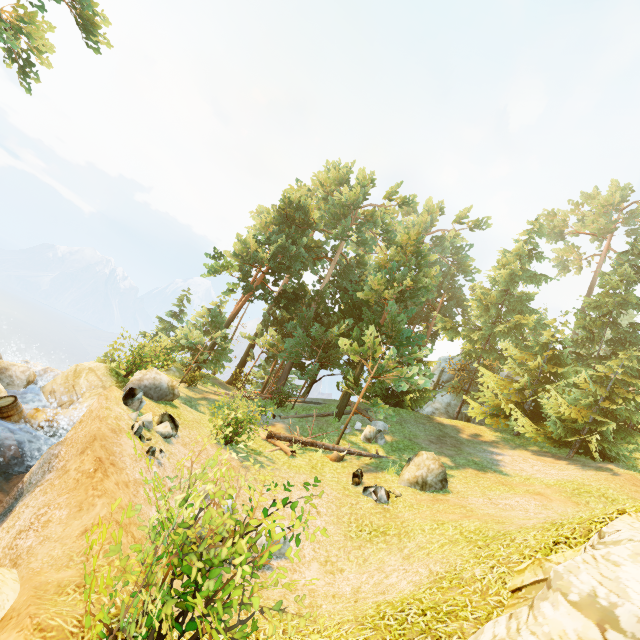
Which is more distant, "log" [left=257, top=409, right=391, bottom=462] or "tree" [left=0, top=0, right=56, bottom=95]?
"tree" [left=0, top=0, right=56, bottom=95]

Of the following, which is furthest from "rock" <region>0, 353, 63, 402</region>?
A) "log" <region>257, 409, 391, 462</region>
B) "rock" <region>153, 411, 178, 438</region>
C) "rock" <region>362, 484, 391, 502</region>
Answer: "rock" <region>362, 484, 391, 502</region>

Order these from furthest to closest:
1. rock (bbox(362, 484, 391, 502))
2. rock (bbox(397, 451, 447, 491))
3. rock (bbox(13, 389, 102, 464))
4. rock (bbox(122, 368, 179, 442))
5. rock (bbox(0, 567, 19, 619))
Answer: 1. rock (bbox(397, 451, 447, 491))
2. rock (bbox(362, 484, 391, 502))
3. rock (bbox(13, 389, 102, 464))
4. rock (bbox(122, 368, 179, 442))
5. rock (bbox(0, 567, 19, 619))

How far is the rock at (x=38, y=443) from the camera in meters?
10.6

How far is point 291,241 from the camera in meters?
26.1

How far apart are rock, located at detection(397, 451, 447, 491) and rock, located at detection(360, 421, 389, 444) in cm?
327

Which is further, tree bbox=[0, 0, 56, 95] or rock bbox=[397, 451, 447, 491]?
tree bbox=[0, 0, 56, 95]

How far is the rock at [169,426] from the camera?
10.05m
